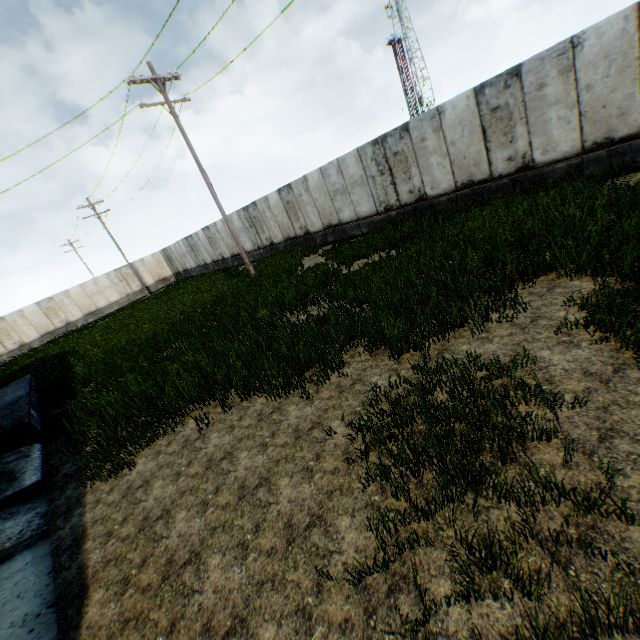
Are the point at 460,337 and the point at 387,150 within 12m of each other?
yes
